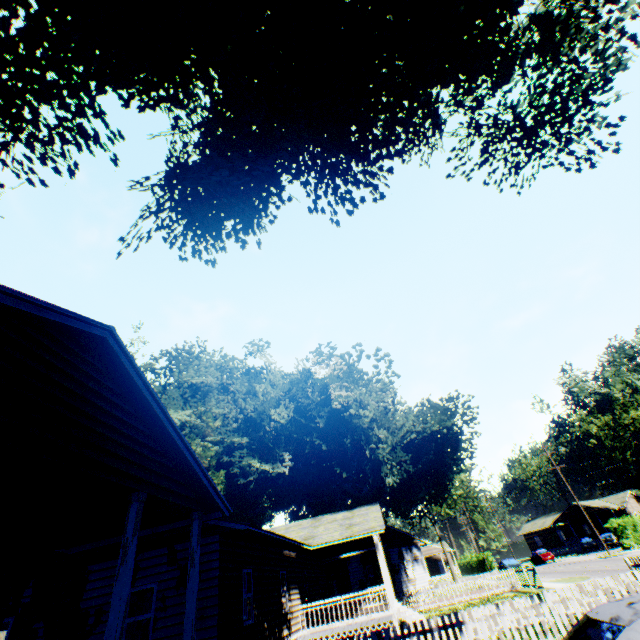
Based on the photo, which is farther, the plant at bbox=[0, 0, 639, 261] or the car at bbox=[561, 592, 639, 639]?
the plant at bbox=[0, 0, 639, 261]

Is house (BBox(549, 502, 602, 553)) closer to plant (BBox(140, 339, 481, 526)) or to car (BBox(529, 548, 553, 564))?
car (BBox(529, 548, 553, 564))

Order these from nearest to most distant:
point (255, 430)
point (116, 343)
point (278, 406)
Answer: point (116, 343), point (255, 430), point (278, 406)

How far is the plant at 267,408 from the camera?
25.8 meters

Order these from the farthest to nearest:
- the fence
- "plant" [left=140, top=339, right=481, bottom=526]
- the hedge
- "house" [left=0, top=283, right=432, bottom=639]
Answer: the hedge
"plant" [left=140, top=339, right=481, bottom=526]
the fence
"house" [left=0, top=283, right=432, bottom=639]

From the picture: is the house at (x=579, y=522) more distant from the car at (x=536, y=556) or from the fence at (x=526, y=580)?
the fence at (x=526, y=580)

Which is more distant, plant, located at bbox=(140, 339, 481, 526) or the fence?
plant, located at bbox=(140, 339, 481, 526)

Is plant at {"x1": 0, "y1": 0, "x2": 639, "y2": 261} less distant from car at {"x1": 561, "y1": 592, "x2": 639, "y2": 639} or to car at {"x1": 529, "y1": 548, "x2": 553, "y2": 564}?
car at {"x1": 561, "y1": 592, "x2": 639, "y2": 639}
